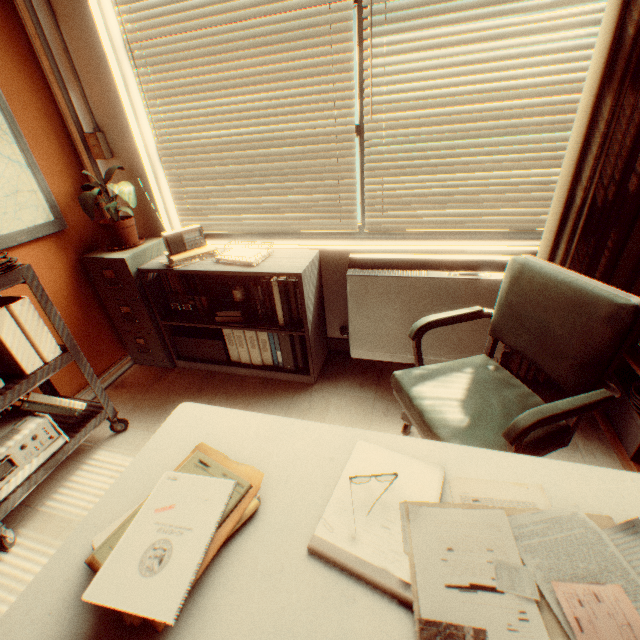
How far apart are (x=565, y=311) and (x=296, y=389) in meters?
2.0 m

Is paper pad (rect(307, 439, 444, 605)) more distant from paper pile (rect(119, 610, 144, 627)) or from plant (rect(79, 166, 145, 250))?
plant (rect(79, 166, 145, 250))

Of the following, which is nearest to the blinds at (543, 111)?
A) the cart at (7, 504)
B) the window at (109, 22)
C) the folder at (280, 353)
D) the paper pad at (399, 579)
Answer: the window at (109, 22)

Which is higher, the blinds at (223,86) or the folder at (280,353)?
the blinds at (223,86)

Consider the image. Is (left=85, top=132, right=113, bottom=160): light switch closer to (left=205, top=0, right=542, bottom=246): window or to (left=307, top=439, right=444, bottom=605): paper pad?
(left=205, top=0, right=542, bottom=246): window

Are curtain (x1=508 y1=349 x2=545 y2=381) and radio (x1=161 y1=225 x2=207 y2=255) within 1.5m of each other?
no

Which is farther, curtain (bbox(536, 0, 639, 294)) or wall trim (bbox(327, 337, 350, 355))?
wall trim (bbox(327, 337, 350, 355))

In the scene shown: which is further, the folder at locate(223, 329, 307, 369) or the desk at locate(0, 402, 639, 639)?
the folder at locate(223, 329, 307, 369)
